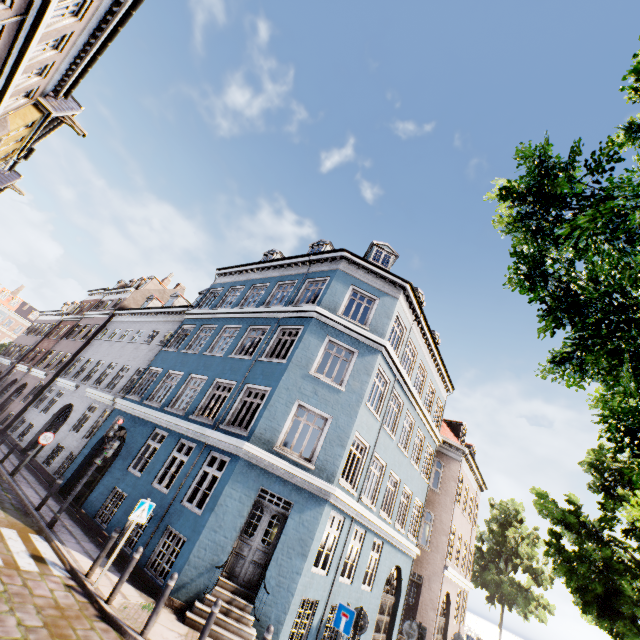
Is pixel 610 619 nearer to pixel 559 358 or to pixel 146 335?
pixel 559 358

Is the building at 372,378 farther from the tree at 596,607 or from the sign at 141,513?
the tree at 596,607

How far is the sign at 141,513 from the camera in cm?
834

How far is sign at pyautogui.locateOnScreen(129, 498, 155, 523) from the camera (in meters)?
8.34

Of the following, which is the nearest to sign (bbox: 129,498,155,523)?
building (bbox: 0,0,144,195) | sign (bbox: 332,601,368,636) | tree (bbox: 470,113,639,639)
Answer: building (bbox: 0,0,144,195)

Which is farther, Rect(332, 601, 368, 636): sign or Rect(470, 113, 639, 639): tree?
Rect(332, 601, 368, 636): sign

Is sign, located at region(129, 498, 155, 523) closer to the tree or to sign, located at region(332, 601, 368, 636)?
sign, located at region(332, 601, 368, 636)

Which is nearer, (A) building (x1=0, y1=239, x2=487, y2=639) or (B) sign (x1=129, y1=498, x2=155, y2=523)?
(B) sign (x1=129, y1=498, x2=155, y2=523)
